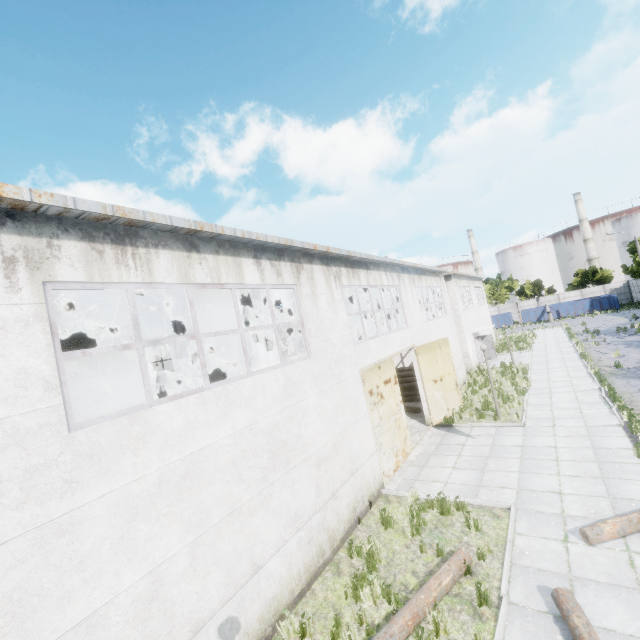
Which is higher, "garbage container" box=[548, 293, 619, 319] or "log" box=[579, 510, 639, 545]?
"garbage container" box=[548, 293, 619, 319]

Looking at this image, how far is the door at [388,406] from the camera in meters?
10.9

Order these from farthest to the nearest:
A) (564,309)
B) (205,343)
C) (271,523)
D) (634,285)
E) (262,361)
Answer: (564,309) → (634,285) → (262,361) → (205,343) → (271,523)

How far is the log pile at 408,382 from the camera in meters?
20.1

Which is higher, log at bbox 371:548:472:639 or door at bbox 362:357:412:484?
door at bbox 362:357:412:484

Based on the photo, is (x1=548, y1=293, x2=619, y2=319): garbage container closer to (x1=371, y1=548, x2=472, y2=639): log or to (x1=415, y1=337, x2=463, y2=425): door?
(x1=415, y1=337, x2=463, y2=425): door

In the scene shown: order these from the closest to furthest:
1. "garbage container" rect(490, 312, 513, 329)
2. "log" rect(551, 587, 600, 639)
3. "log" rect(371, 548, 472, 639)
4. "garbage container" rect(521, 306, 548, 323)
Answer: "log" rect(551, 587, 600, 639) → "log" rect(371, 548, 472, 639) → "garbage container" rect(521, 306, 548, 323) → "garbage container" rect(490, 312, 513, 329)

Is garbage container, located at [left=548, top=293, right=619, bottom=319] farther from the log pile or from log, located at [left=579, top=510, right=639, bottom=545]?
log, located at [left=579, top=510, right=639, bottom=545]
